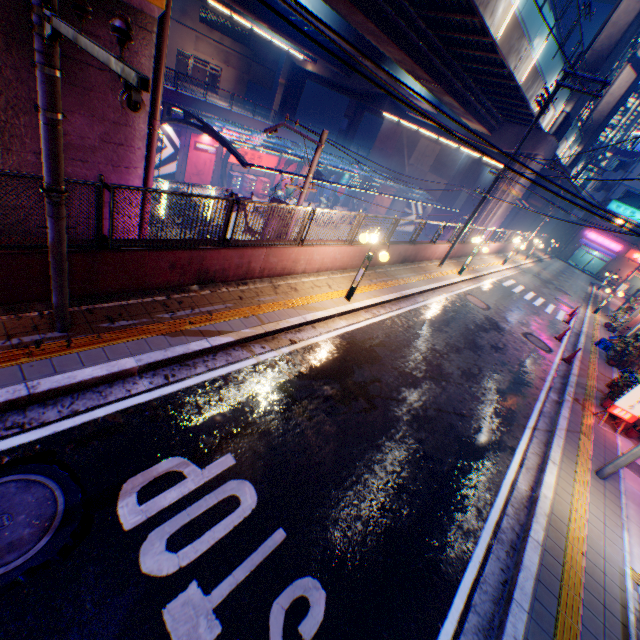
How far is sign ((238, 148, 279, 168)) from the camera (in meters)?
31.58

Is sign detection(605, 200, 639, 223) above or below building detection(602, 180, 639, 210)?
below

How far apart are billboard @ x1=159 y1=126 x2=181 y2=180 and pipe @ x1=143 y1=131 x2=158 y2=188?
22.4 meters

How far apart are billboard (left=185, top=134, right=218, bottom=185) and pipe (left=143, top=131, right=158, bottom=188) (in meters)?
24.02

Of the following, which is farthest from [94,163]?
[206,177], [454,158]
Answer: [454,158]

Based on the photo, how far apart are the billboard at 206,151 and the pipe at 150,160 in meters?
24.0 m

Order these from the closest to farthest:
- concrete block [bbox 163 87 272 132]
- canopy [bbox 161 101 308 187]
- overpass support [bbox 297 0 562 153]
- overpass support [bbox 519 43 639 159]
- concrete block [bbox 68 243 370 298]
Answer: concrete block [bbox 68 243 370 298]
overpass support [bbox 297 0 562 153]
canopy [bbox 161 101 308 187]
overpass support [bbox 519 43 639 159]
concrete block [bbox 163 87 272 132]

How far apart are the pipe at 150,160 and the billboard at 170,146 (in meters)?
22.40
